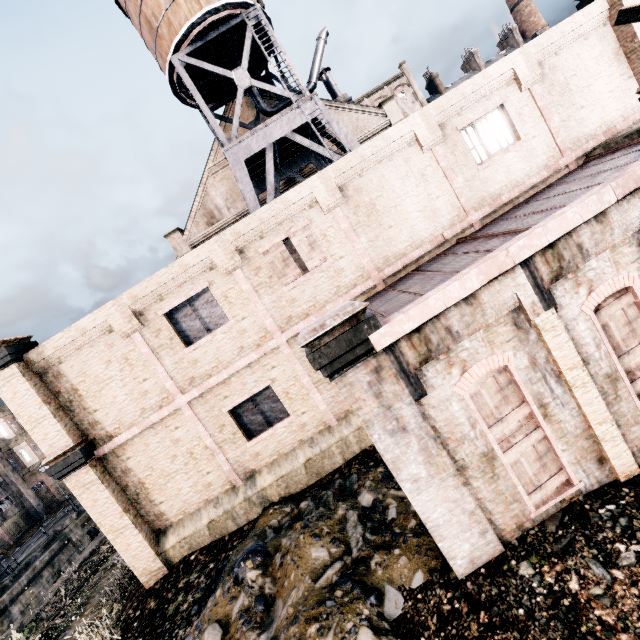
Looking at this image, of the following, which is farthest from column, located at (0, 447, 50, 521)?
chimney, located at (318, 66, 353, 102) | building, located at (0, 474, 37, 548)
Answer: chimney, located at (318, 66, 353, 102)

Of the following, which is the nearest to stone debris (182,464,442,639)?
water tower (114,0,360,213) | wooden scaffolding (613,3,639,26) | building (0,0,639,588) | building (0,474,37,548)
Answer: building (0,0,639,588)

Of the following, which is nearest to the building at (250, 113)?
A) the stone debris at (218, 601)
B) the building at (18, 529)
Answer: the stone debris at (218, 601)

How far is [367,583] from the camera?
7.27m

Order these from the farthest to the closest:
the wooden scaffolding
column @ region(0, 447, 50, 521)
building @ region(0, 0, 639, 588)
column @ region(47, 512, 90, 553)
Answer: column @ region(0, 447, 50, 521)
column @ region(47, 512, 90, 553)
building @ region(0, 0, 639, 588)
the wooden scaffolding

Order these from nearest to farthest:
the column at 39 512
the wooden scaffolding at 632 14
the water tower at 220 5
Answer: →
1. the wooden scaffolding at 632 14
2. the water tower at 220 5
3. the column at 39 512

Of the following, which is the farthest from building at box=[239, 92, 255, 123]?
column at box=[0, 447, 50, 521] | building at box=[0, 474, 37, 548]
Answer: column at box=[0, 447, 50, 521]

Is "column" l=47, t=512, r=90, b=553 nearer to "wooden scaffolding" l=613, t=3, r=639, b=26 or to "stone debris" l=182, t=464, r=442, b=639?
"stone debris" l=182, t=464, r=442, b=639
